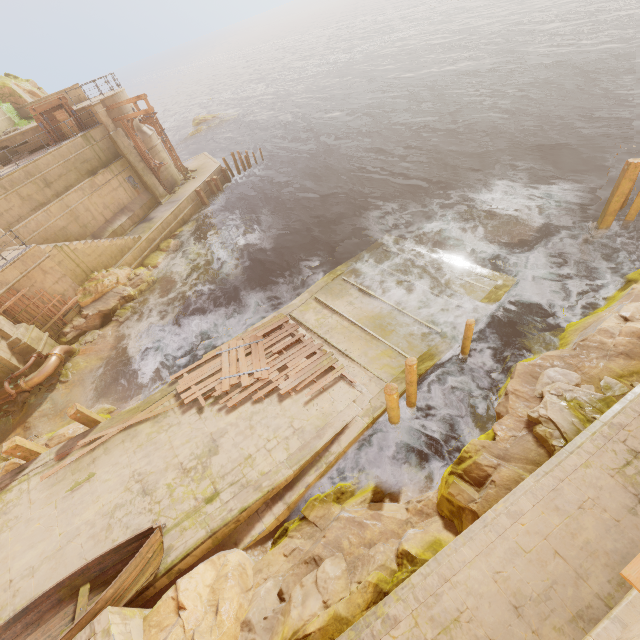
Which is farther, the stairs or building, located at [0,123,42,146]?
building, located at [0,123,42,146]

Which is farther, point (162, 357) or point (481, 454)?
point (162, 357)

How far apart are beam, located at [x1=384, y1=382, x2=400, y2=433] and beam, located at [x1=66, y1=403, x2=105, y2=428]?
9.8 meters

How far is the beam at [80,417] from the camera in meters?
10.6 m

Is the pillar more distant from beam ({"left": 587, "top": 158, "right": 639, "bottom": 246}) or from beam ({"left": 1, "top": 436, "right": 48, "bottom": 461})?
beam ({"left": 587, "top": 158, "right": 639, "bottom": 246})

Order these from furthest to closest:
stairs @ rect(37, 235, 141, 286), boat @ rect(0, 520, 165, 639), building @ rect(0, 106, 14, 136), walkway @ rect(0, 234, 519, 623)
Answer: building @ rect(0, 106, 14, 136) < stairs @ rect(37, 235, 141, 286) < walkway @ rect(0, 234, 519, 623) < boat @ rect(0, 520, 165, 639)

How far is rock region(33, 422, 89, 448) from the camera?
11.4m

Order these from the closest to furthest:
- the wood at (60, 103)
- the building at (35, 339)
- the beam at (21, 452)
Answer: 1. the beam at (21, 452)
2. the building at (35, 339)
3. the wood at (60, 103)
